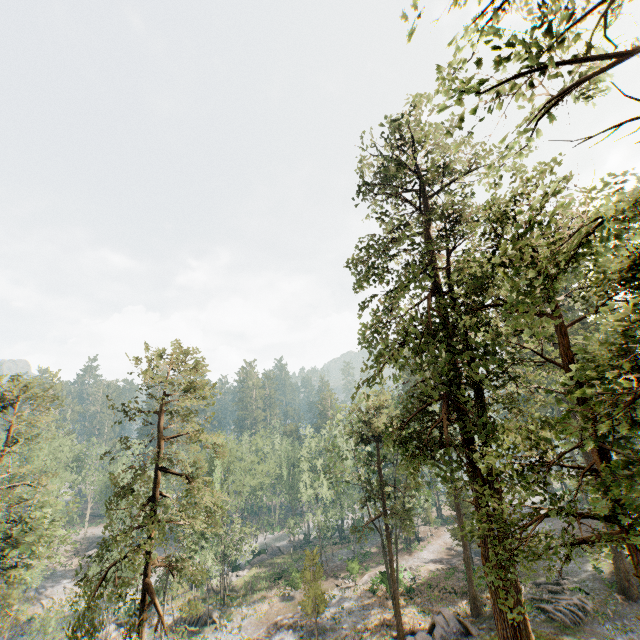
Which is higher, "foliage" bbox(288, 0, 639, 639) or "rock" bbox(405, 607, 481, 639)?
"foliage" bbox(288, 0, 639, 639)

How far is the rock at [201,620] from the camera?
36.19m

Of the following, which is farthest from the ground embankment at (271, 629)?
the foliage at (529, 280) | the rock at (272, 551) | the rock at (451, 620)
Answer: the rock at (451, 620)

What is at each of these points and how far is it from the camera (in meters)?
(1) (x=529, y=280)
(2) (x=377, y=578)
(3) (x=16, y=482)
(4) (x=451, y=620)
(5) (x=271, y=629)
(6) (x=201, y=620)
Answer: (1) foliage, 6.22
(2) ground embankment, 35.06
(3) foliage, 50.53
(4) rock, 20.16
(5) ground embankment, 29.91
(6) rock, 36.16

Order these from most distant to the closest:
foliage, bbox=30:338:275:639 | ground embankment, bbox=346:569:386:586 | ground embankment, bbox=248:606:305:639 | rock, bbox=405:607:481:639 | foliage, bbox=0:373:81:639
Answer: ground embankment, bbox=346:569:386:586 → ground embankment, bbox=248:606:305:639 → foliage, bbox=0:373:81:639 → rock, bbox=405:607:481:639 → foliage, bbox=30:338:275:639

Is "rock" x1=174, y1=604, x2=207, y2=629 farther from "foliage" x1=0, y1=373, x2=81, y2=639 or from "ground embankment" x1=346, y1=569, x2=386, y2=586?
"ground embankment" x1=346, y1=569, x2=386, y2=586

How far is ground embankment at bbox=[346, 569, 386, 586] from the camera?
33.12m

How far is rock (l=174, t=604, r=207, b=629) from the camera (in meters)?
36.19
